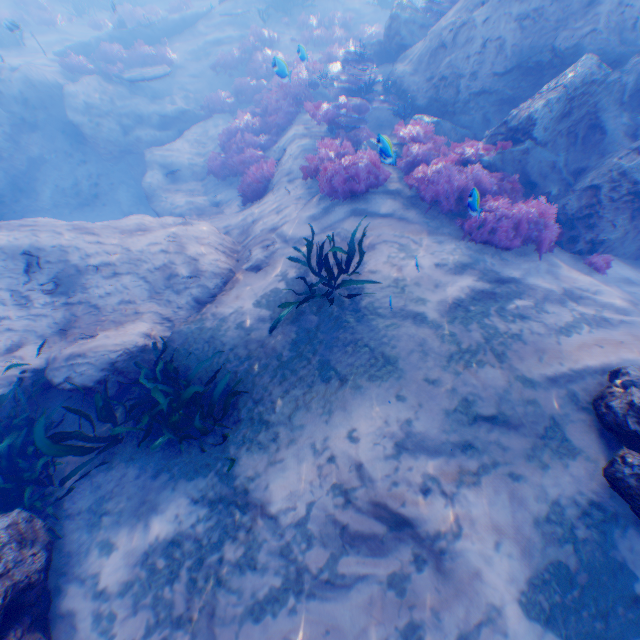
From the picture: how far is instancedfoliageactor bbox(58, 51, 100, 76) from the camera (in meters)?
13.75

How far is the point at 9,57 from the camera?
14.6m

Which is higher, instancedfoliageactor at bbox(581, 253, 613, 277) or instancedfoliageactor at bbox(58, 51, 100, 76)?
instancedfoliageactor at bbox(581, 253, 613, 277)

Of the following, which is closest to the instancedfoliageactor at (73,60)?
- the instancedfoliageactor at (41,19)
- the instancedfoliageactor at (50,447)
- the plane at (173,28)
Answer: the plane at (173,28)

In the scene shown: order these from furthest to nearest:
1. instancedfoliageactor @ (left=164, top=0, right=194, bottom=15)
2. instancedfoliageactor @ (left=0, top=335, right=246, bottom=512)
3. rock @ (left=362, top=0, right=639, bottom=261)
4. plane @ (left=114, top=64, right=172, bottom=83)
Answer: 1. instancedfoliageactor @ (left=164, top=0, right=194, bottom=15)
2. plane @ (left=114, top=64, right=172, bottom=83)
3. rock @ (left=362, top=0, right=639, bottom=261)
4. instancedfoliageactor @ (left=0, top=335, right=246, bottom=512)

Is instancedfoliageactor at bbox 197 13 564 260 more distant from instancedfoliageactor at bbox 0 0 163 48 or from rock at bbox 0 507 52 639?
instancedfoliageactor at bbox 0 0 163 48

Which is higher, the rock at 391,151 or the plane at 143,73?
the rock at 391,151
